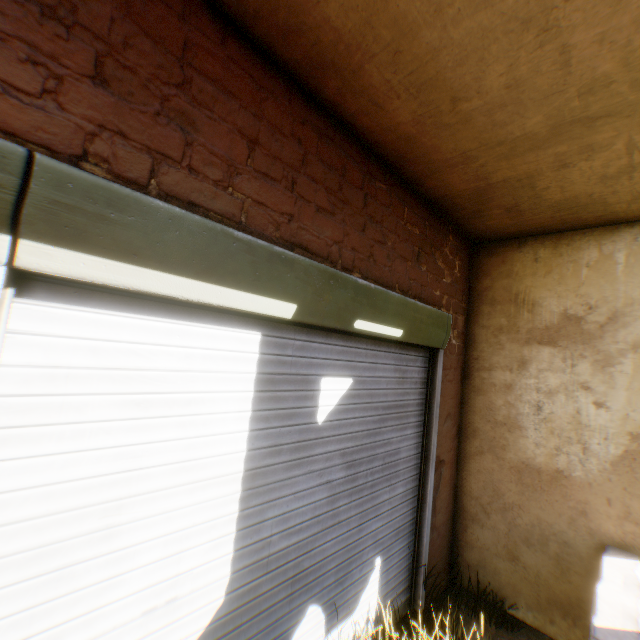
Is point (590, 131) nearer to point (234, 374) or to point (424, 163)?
point (424, 163)
